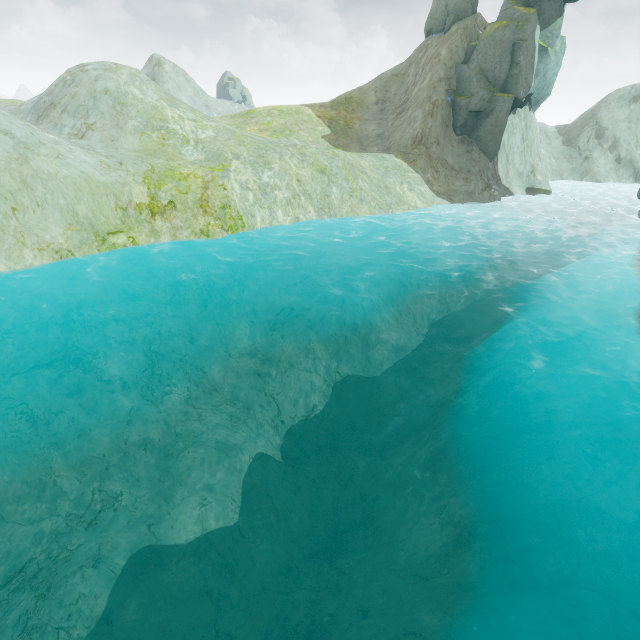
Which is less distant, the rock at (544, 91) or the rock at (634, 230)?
the rock at (634, 230)

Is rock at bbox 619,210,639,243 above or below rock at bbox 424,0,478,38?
below

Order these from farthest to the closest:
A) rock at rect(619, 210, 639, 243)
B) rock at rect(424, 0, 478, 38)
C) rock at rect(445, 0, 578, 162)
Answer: rock at rect(424, 0, 478, 38) < rock at rect(445, 0, 578, 162) < rock at rect(619, 210, 639, 243)

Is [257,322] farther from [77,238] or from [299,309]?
[77,238]

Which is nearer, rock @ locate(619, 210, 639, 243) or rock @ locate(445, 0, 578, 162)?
rock @ locate(619, 210, 639, 243)

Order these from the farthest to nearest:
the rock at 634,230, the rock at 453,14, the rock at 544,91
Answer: the rock at 453,14 → the rock at 544,91 → the rock at 634,230
